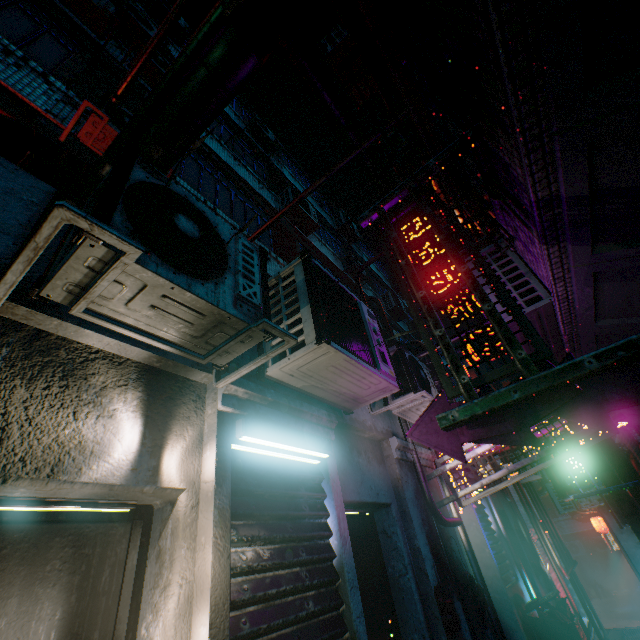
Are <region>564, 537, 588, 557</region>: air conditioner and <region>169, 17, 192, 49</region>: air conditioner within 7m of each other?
no

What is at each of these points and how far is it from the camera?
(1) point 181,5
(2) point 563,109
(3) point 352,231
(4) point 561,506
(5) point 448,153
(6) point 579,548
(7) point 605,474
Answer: (1) pipe, 3.4 meters
(2) building support, 1.4 meters
(3) air conditioner, 13.5 meters
(4) air conditioner, 10.7 meters
(5) sign, 2.2 meters
(6) air conditioner, 19.0 meters
(7) air duct, 6.7 meters

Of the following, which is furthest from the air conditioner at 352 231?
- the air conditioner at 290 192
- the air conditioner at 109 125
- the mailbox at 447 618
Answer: the mailbox at 447 618

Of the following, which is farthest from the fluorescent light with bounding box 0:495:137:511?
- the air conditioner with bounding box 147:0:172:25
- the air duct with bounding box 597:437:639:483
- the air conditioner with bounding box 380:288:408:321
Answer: the air conditioner with bounding box 380:288:408:321

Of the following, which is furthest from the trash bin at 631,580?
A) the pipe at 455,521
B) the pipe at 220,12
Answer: the pipe at 220,12

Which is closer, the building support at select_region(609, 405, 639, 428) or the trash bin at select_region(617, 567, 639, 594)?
the building support at select_region(609, 405, 639, 428)

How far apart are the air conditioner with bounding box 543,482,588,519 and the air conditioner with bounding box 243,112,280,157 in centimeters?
1450cm

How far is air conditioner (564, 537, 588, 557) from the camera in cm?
1881
